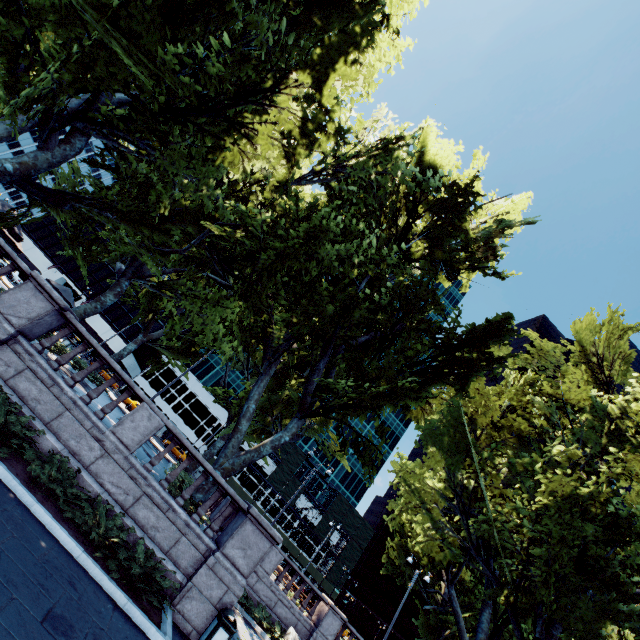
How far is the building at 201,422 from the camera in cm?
5781

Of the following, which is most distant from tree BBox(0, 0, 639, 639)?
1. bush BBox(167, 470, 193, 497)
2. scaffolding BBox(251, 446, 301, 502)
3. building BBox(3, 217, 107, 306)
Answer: building BBox(3, 217, 107, 306)

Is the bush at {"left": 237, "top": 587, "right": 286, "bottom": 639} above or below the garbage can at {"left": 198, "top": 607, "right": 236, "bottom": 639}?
below

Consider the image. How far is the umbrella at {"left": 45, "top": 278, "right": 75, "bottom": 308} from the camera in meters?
21.7

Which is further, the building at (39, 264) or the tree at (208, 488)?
the building at (39, 264)

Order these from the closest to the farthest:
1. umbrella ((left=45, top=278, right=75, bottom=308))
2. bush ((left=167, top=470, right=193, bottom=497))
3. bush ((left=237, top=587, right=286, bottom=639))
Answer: bush ((left=167, top=470, right=193, bottom=497)) → bush ((left=237, top=587, right=286, bottom=639)) → umbrella ((left=45, top=278, right=75, bottom=308))

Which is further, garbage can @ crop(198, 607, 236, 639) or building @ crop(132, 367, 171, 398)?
building @ crop(132, 367, 171, 398)

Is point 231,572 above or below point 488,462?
below
